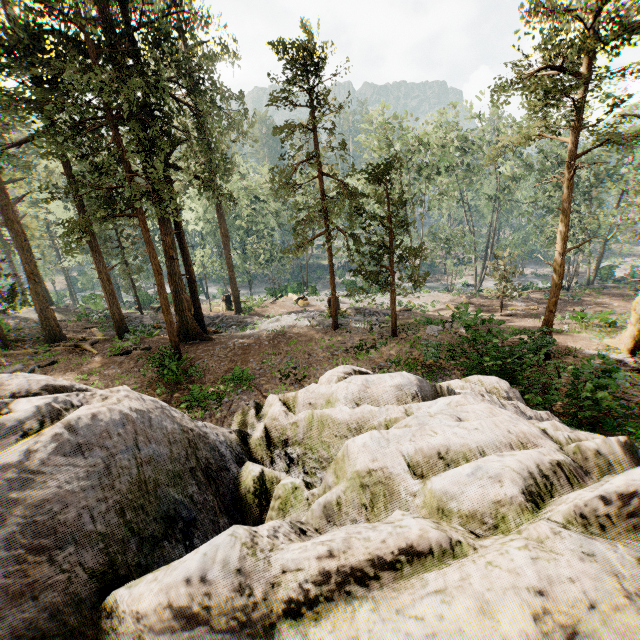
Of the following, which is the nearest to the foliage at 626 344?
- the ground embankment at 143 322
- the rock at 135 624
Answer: the ground embankment at 143 322

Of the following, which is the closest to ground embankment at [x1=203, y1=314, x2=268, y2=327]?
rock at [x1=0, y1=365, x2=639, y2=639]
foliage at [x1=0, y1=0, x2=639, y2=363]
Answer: foliage at [x1=0, y1=0, x2=639, y2=363]

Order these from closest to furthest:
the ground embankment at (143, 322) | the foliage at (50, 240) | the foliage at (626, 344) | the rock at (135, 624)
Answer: the rock at (135, 624), the foliage at (50, 240), the foliage at (626, 344), the ground embankment at (143, 322)

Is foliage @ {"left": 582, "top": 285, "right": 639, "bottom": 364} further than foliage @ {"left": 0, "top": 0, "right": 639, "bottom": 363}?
Yes

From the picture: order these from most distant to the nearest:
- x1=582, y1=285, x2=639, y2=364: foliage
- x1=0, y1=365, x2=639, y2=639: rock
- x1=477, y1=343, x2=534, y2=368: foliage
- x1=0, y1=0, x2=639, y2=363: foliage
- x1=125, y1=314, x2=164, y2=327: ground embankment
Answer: x1=125, y1=314, x2=164, y2=327: ground embankment, x1=582, y1=285, x2=639, y2=364: foliage, x1=0, y1=0, x2=639, y2=363: foliage, x1=477, y1=343, x2=534, y2=368: foliage, x1=0, y1=365, x2=639, y2=639: rock

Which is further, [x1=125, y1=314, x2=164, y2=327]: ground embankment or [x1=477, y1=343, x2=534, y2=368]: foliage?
[x1=125, y1=314, x2=164, y2=327]: ground embankment

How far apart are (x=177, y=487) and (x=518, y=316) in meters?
30.3
